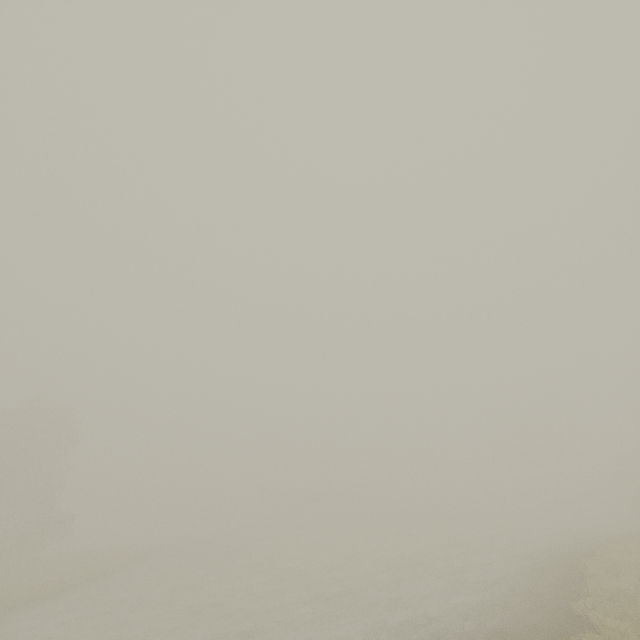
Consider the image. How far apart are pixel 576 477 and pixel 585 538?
29.9m
